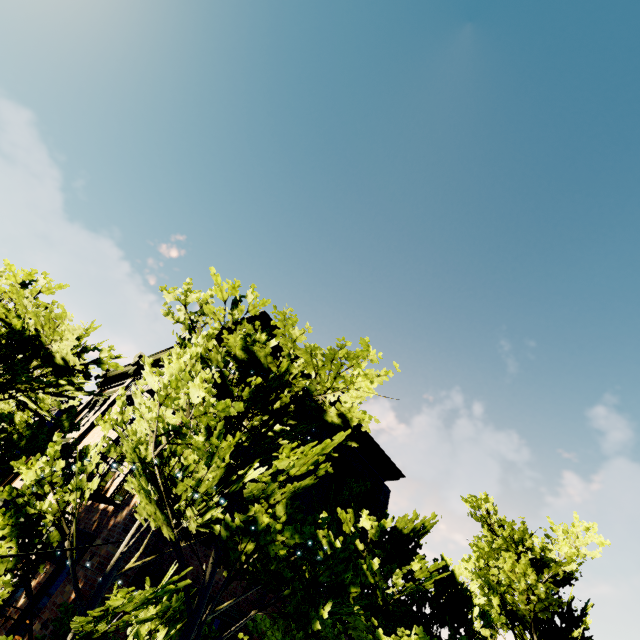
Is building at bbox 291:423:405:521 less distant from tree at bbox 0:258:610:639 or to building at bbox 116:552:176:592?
tree at bbox 0:258:610:639

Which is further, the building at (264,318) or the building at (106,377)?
the building at (106,377)

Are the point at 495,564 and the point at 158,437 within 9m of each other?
no

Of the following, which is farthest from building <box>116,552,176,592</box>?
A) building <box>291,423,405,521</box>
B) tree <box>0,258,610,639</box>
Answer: building <box>291,423,405,521</box>

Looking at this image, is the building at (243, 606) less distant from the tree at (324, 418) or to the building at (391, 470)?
the tree at (324, 418)

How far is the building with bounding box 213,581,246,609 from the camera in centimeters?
856cm

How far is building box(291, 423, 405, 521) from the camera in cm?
1240

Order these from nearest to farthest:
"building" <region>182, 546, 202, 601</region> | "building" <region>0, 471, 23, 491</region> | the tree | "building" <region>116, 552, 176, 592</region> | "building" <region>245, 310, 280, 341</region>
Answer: the tree, "building" <region>116, 552, 176, 592</region>, "building" <region>182, 546, 202, 601</region>, "building" <region>245, 310, 280, 341</region>, "building" <region>0, 471, 23, 491</region>
